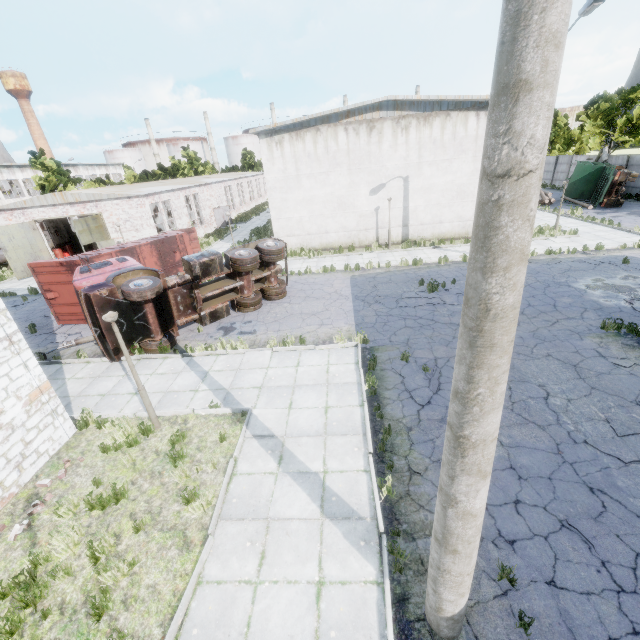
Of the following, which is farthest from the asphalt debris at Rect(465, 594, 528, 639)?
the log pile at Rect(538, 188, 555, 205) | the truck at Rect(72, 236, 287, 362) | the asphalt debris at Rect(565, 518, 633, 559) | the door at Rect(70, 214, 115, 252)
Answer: the log pile at Rect(538, 188, 555, 205)

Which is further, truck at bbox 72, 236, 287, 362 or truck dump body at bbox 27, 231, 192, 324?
truck dump body at bbox 27, 231, 192, 324

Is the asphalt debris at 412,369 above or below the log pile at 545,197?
below

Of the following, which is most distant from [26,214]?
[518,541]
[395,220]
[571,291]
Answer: [571,291]

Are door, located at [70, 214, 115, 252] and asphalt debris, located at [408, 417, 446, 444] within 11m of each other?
no

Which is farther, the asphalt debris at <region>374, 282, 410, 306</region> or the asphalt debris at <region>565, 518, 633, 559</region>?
the asphalt debris at <region>374, 282, 410, 306</region>

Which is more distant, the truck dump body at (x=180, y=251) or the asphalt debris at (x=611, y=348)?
the truck dump body at (x=180, y=251)

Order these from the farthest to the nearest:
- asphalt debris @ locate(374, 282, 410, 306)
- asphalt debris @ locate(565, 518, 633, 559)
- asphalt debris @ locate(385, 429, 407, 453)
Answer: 1. asphalt debris @ locate(374, 282, 410, 306)
2. asphalt debris @ locate(385, 429, 407, 453)
3. asphalt debris @ locate(565, 518, 633, 559)
